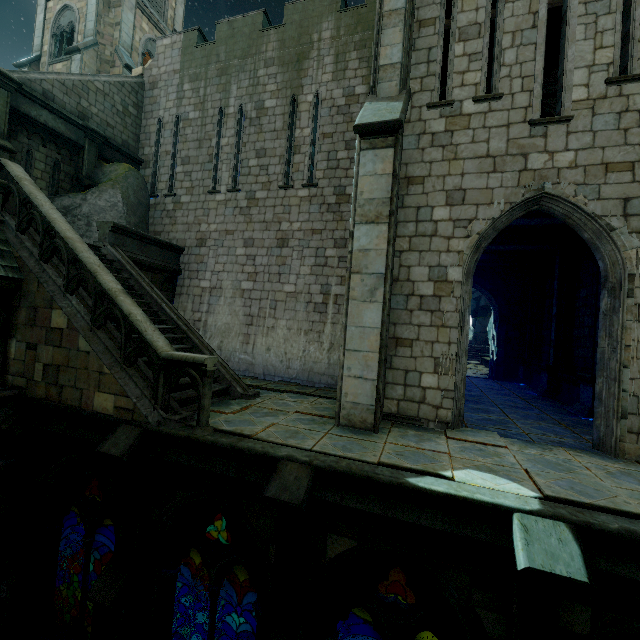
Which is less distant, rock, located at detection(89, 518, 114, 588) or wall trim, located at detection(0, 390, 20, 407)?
wall trim, located at detection(0, 390, 20, 407)

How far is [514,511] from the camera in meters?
3.9 m

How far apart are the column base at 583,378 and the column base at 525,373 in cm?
546

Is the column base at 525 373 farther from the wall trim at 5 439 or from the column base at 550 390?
the wall trim at 5 439

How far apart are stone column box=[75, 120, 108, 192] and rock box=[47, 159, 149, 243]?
0.0m

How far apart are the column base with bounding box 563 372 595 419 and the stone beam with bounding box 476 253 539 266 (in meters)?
7.30

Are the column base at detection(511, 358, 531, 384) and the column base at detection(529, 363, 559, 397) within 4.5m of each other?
yes

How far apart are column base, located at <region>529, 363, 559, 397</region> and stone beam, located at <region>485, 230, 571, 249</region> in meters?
4.5 m
